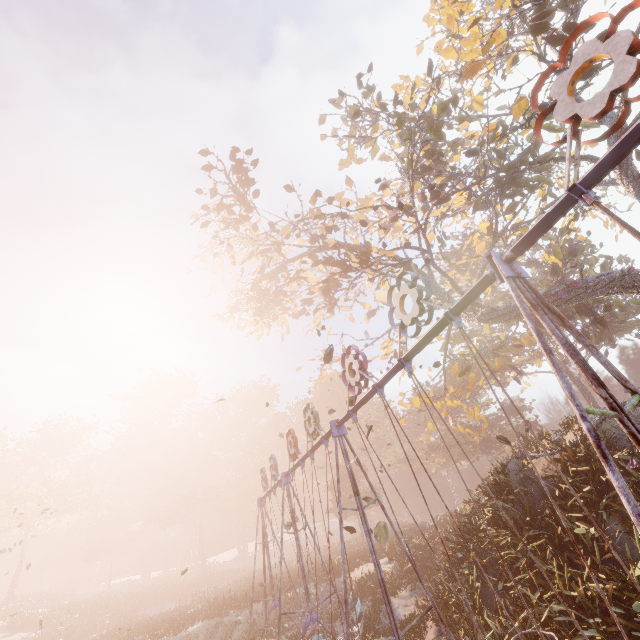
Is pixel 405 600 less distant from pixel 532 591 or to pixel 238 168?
pixel 532 591

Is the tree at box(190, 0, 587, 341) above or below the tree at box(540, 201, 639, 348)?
above

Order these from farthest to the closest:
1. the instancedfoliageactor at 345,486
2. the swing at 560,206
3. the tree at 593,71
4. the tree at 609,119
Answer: the instancedfoliageactor at 345,486, the tree at 593,71, the tree at 609,119, the swing at 560,206

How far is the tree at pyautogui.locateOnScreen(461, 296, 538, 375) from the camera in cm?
1585

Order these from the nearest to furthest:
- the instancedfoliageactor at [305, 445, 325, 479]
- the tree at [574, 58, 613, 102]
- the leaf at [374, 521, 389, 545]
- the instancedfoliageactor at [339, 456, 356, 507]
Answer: the leaf at [374, 521, 389, 545] → the tree at [574, 58, 613, 102] → the instancedfoliageactor at [339, 456, 356, 507] → the instancedfoliageactor at [305, 445, 325, 479]

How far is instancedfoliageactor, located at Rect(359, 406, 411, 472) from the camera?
52.66m

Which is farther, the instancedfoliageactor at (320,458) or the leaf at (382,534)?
the instancedfoliageactor at (320,458)
